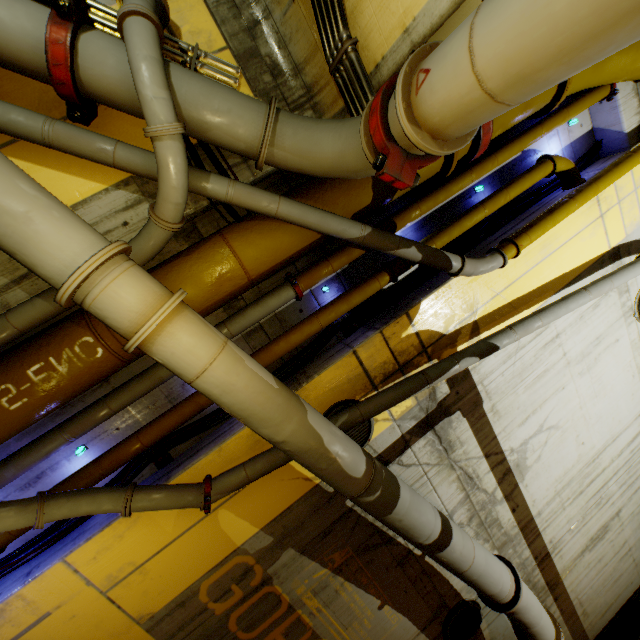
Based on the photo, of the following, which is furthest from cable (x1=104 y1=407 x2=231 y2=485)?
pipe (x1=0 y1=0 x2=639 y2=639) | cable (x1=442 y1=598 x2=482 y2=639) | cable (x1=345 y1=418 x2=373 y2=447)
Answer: cable (x1=442 y1=598 x2=482 y2=639)

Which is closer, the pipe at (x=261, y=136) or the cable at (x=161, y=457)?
the pipe at (x=261, y=136)

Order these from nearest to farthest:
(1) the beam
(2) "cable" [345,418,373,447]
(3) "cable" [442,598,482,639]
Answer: (2) "cable" [345,418,373,447], (3) "cable" [442,598,482,639], (1) the beam

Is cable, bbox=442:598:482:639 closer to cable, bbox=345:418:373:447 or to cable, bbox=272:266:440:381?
cable, bbox=345:418:373:447

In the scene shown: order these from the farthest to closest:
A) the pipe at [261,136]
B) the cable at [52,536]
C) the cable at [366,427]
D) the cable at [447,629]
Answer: the cable at [447,629] < the cable at [366,427] < the cable at [52,536] < the pipe at [261,136]

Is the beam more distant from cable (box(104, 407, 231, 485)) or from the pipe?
cable (box(104, 407, 231, 485))

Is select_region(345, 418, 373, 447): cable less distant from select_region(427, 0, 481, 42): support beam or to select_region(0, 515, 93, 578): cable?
select_region(0, 515, 93, 578): cable

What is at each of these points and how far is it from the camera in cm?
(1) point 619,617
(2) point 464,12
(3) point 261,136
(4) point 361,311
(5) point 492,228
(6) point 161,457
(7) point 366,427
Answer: (1) beam, 745
(2) support beam, 206
(3) pipe, 290
(4) cable, 471
(5) cable, 526
(6) cable, 407
(7) cable, 448
